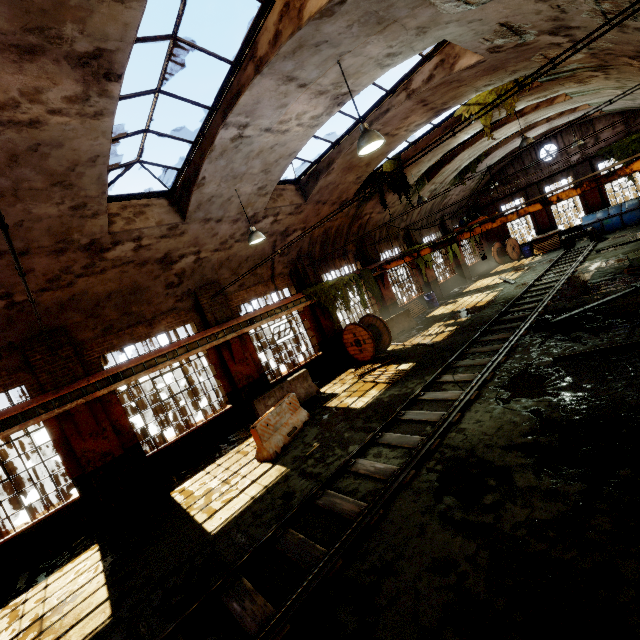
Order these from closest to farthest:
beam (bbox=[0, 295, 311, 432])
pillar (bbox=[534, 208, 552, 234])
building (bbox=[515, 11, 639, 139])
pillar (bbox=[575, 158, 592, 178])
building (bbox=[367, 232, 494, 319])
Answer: building (bbox=[515, 11, 639, 139]), beam (bbox=[0, 295, 311, 432]), building (bbox=[367, 232, 494, 319]), pillar (bbox=[575, 158, 592, 178]), pillar (bbox=[534, 208, 552, 234])

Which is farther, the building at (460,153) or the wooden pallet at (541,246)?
the wooden pallet at (541,246)

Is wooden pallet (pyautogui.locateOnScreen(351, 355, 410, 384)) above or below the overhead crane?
below

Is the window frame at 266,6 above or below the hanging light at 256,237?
above

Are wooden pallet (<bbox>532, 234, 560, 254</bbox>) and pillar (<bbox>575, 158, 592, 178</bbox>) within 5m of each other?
yes

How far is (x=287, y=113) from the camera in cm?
725

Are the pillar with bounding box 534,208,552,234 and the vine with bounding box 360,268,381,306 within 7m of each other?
no

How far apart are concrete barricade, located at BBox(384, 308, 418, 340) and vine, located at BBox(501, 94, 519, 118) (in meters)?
8.21
